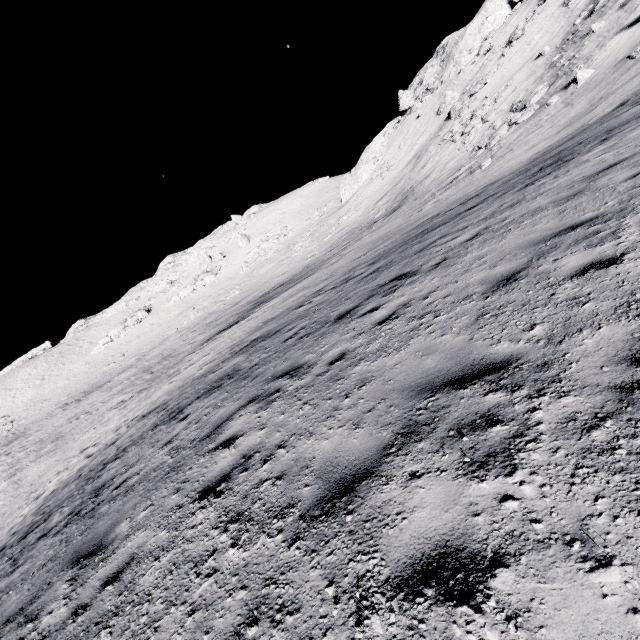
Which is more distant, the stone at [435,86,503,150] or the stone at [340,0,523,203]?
the stone at [340,0,523,203]

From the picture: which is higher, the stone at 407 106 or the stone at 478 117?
the stone at 407 106

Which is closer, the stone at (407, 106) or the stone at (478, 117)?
the stone at (478, 117)

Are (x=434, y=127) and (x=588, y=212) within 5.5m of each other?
no

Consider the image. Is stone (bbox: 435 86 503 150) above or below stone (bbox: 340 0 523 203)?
below

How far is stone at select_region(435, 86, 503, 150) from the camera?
29.6m
